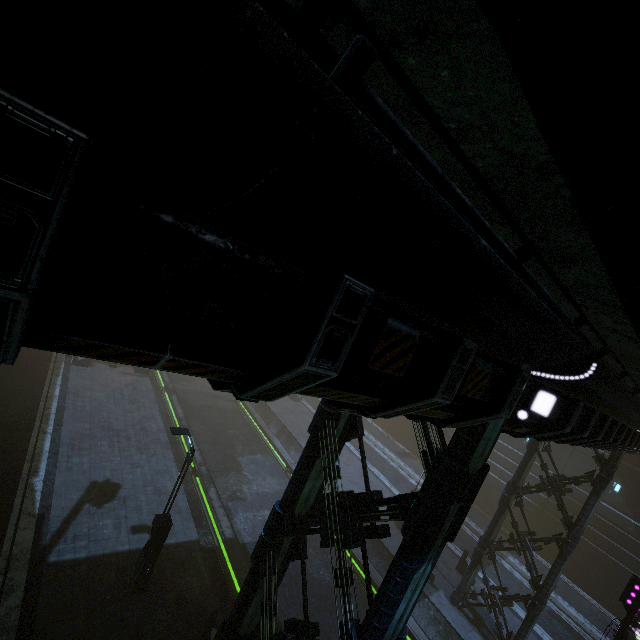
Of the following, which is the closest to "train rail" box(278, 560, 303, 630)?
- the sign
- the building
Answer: the building

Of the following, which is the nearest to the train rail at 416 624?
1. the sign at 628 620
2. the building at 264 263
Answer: the building at 264 263

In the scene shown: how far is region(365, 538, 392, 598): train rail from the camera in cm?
1550

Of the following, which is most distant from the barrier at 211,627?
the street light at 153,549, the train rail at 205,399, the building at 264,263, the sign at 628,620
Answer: the sign at 628,620

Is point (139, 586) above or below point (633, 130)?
below

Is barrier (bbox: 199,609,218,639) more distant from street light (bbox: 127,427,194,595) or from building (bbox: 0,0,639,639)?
street light (bbox: 127,427,194,595)

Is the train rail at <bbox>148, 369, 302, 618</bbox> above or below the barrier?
below
